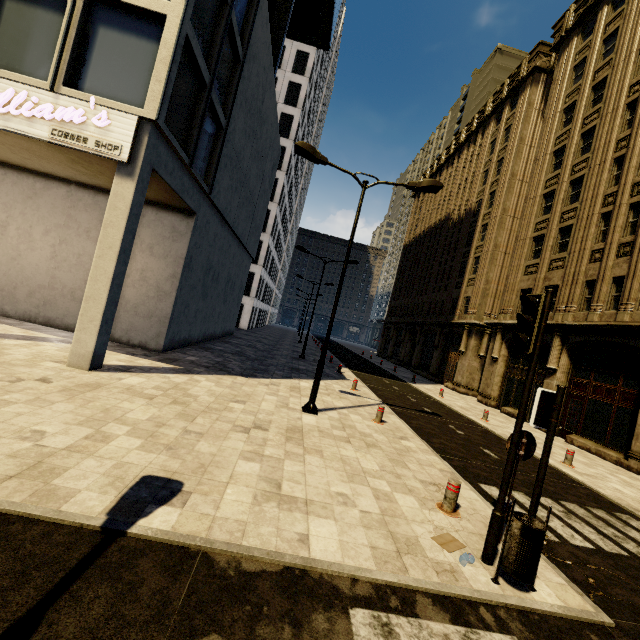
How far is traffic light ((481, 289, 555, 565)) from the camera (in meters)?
4.49

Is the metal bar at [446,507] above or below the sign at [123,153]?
below

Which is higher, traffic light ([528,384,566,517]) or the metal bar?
traffic light ([528,384,566,517])

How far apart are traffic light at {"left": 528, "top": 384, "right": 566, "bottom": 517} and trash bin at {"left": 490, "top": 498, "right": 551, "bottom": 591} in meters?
0.2 m

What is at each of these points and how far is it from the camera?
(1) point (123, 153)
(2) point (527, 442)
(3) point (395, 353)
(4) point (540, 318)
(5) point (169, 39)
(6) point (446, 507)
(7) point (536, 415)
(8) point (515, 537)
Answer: (1) sign, 8.54m
(2) sign, 5.17m
(3) building, 45.31m
(4) traffic light, 4.52m
(5) building, 8.60m
(6) metal bar, 5.74m
(7) traffic light, 4.78m
(8) trash bin, 4.13m

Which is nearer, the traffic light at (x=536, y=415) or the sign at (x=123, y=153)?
the traffic light at (x=536, y=415)

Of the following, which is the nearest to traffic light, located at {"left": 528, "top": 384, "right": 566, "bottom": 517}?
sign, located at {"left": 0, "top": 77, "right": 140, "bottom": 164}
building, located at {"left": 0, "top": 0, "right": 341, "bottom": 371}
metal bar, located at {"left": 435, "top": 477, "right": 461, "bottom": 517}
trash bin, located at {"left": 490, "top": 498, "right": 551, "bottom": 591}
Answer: trash bin, located at {"left": 490, "top": 498, "right": 551, "bottom": 591}

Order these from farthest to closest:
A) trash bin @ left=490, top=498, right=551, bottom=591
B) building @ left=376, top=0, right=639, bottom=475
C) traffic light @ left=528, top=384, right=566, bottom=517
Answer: building @ left=376, top=0, right=639, bottom=475 → traffic light @ left=528, top=384, right=566, bottom=517 → trash bin @ left=490, top=498, right=551, bottom=591
